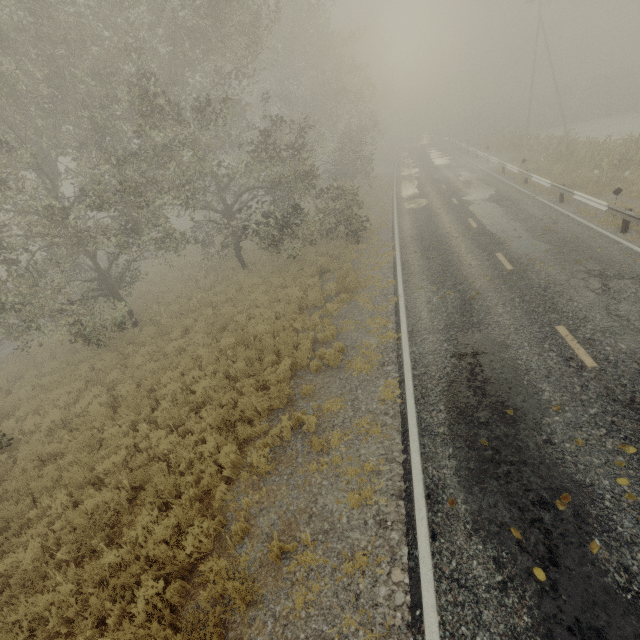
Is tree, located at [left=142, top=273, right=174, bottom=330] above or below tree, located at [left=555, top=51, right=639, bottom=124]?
below

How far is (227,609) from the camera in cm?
479

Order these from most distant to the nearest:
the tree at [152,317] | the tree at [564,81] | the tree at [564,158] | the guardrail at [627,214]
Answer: the tree at [564,81], the tree at [564,158], the tree at [152,317], the guardrail at [627,214]

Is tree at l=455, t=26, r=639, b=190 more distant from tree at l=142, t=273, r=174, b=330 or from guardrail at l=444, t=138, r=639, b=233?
tree at l=142, t=273, r=174, b=330

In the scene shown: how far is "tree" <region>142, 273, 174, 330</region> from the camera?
15.2m

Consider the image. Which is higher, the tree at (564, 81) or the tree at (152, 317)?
the tree at (564, 81)

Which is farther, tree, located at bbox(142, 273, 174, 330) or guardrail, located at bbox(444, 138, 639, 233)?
tree, located at bbox(142, 273, 174, 330)

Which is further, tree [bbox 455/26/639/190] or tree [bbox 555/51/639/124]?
tree [bbox 555/51/639/124]
